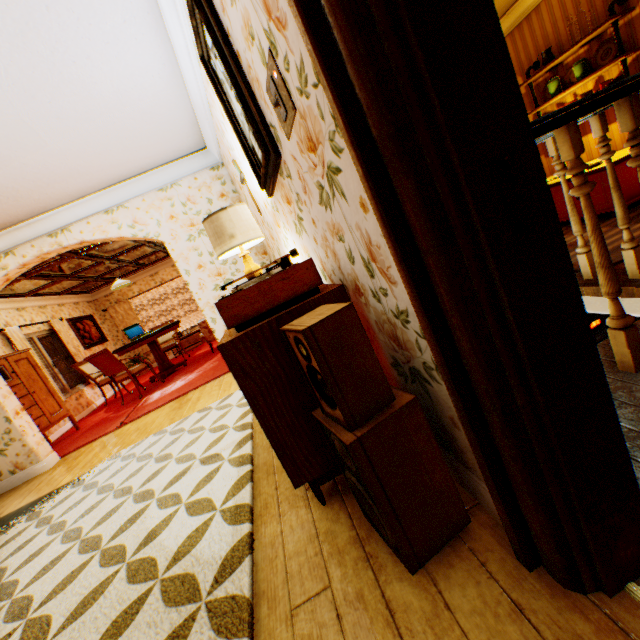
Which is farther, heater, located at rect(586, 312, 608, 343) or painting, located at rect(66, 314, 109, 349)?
painting, located at rect(66, 314, 109, 349)

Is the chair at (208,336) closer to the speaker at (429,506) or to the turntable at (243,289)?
the turntable at (243,289)

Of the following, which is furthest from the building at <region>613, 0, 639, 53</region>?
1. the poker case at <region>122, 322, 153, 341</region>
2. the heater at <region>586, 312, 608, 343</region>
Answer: the poker case at <region>122, 322, 153, 341</region>

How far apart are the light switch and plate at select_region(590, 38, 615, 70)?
5.2m

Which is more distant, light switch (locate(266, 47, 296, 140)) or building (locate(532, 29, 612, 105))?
building (locate(532, 29, 612, 105))

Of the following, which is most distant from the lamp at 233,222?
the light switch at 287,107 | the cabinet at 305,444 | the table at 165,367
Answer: the table at 165,367

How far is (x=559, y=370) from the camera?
0.7m

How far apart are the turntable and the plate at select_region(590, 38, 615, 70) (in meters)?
5.17
